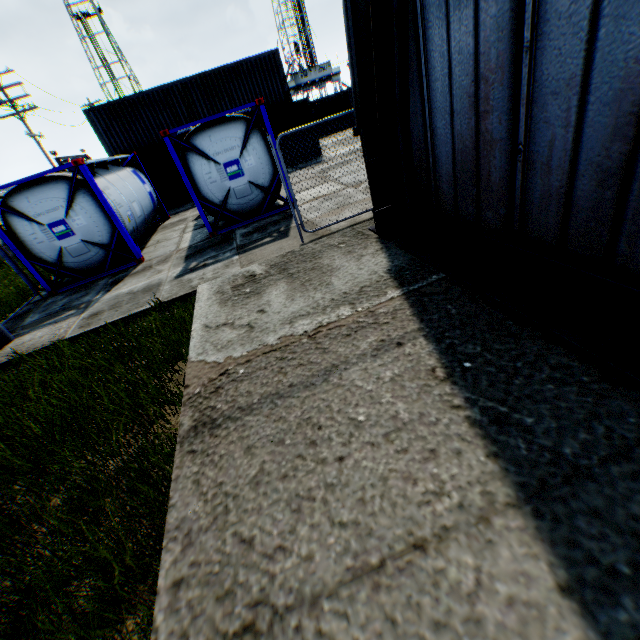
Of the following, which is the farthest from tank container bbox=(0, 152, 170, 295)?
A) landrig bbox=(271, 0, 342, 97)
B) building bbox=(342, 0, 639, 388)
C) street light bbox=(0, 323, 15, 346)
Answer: landrig bbox=(271, 0, 342, 97)

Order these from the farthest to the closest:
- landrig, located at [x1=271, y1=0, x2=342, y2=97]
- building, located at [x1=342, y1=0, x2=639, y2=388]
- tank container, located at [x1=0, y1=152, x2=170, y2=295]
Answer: landrig, located at [x1=271, y1=0, x2=342, y2=97], tank container, located at [x1=0, y1=152, x2=170, y2=295], building, located at [x1=342, y1=0, x2=639, y2=388]

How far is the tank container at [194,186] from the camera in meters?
9.1

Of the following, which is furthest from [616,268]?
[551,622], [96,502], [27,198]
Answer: [27,198]

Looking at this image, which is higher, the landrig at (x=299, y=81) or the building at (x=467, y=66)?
the landrig at (x=299, y=81)

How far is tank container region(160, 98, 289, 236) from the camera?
9.1m

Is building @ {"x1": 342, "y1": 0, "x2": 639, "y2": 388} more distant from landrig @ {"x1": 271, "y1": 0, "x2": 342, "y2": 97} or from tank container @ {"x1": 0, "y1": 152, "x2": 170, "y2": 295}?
landrig @ {"x1": 271, "y1": 0, "x2": 342, "y2": 97}
